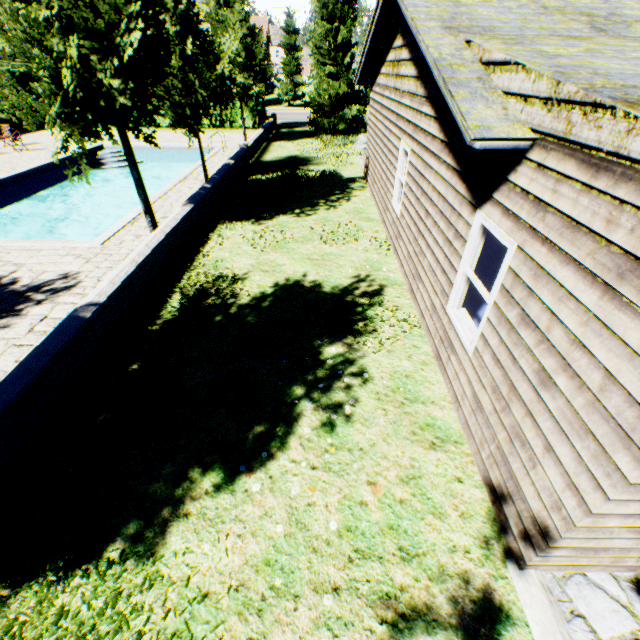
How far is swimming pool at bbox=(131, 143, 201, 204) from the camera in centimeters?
1373cm

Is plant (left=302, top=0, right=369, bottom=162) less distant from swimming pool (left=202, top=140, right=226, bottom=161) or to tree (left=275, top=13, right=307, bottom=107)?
tree (left=275, top=13, right=307, bottom=107)

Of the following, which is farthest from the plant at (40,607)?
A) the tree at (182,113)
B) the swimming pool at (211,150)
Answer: the swimming pool at (211,150)

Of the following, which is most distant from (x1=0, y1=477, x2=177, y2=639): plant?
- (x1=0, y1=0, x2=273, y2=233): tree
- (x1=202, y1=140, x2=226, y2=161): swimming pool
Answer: (x1=202, y1=140, x2=226, y2=161): swimming pool

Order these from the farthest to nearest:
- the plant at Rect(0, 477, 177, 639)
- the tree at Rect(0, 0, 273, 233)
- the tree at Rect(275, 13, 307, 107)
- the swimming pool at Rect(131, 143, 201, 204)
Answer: the tree at Rect(275, 13, 307, 107) → the swimming pool at Rect(131, 143, 201, 204) → the tree at Rect(0, 0, 273, 233) → the plant at Rect(0, 477, 177, 639)

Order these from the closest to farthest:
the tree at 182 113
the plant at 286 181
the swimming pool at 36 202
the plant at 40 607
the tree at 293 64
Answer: the plant at 40 607
the tree at 182 113
the swimming pool at 36 202
the plant at 286 181
the tree at 293 64

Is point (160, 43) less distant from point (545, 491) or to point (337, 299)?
point (337, 299)
